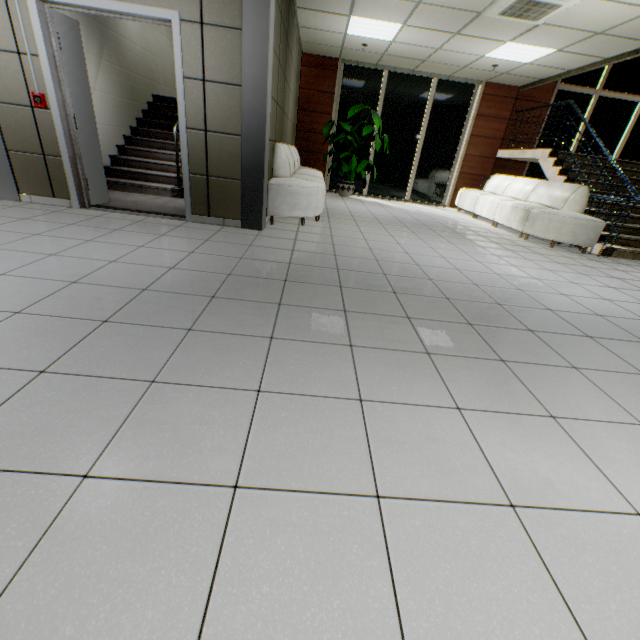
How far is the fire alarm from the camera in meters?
3.7

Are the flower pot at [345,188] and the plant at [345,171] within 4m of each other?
yes

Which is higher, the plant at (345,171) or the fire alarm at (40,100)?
the fire alarm at (40,100)

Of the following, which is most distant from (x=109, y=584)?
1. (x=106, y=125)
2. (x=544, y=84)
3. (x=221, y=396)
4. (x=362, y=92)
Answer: (x=544, y=84)

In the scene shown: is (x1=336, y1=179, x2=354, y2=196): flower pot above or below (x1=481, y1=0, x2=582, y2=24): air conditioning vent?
below

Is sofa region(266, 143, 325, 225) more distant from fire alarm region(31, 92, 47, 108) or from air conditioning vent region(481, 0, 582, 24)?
air conditioning vent region(481, 0, 582, 24)

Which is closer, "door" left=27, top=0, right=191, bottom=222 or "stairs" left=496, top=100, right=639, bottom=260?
"door" left=27, top=0, right=191, bottom=222

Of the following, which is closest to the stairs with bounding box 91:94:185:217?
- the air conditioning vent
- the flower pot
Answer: the flower pot
